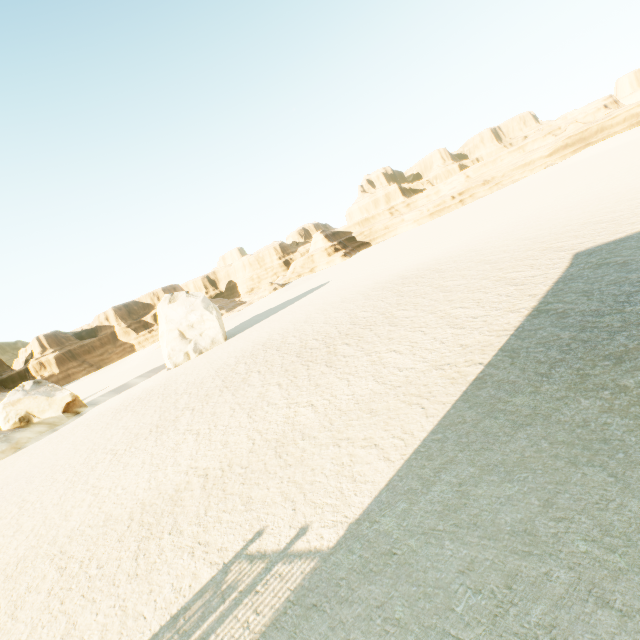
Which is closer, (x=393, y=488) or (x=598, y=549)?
(x=598, y=549)

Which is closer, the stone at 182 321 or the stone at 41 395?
the stone at 41 395

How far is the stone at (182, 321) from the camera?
33.0 meters

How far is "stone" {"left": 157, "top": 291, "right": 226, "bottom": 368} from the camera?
32.97m

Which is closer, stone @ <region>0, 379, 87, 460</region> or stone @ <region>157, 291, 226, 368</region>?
stone @ <region>0, 379, 87, 460</region>
